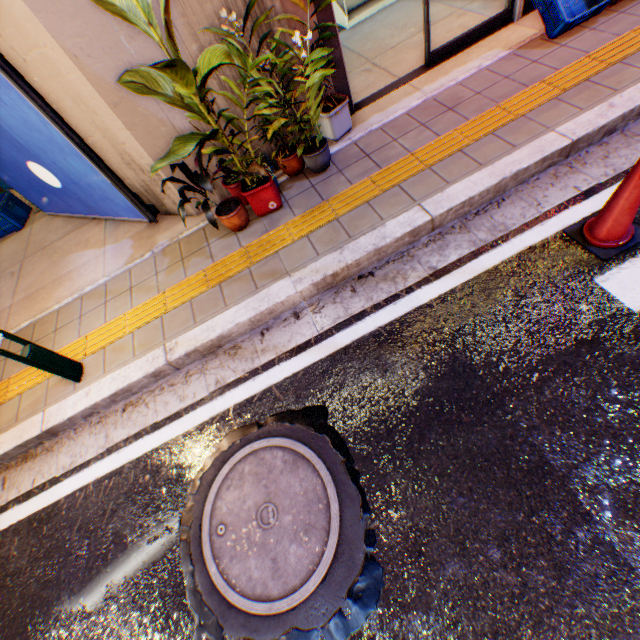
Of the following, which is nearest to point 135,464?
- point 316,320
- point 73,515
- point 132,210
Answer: point 73,515

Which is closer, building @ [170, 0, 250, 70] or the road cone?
the road cone

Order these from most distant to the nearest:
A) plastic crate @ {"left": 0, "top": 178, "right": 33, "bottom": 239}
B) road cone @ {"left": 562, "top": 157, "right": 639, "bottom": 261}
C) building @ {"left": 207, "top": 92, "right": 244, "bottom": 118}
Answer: plastic crate @ {"left": 0, "top": 178, "right": 33, "bottom": 239}
building @ {"left": 207, "top": 92, "right": 244, "bottom": 118}
road cone @ {"left": 562, "top": 157, "right": 639, "bottom": 261}

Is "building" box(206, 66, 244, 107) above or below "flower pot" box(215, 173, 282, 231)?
above

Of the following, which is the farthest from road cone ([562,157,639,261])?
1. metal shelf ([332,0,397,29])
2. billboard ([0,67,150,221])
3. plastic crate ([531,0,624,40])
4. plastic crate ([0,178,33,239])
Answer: plastic crate ([0,178,33,239])

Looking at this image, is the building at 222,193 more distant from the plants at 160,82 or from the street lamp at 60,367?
the street lamp at 60,367

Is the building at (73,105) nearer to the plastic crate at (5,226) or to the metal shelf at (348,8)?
the metal shelf at (348,8)

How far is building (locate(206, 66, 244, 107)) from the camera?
3.1m
